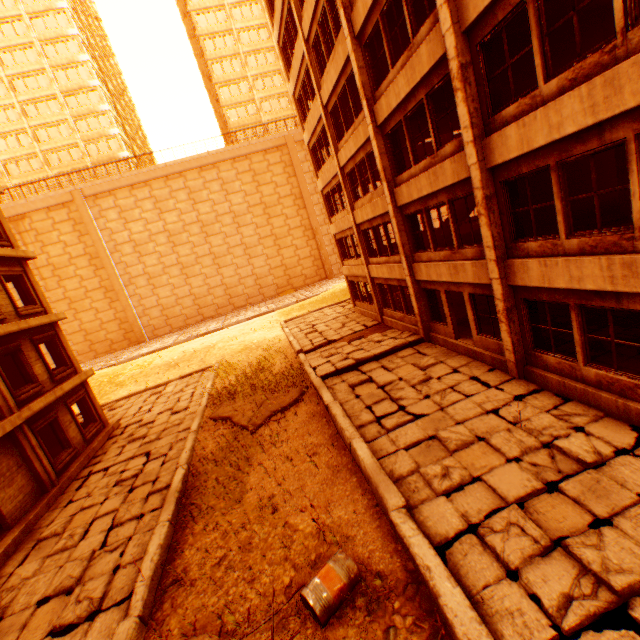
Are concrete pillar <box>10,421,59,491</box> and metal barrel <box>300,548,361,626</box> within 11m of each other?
no

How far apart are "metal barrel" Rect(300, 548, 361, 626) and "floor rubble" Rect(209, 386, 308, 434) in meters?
6.5

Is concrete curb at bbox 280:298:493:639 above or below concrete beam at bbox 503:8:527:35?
Result: below

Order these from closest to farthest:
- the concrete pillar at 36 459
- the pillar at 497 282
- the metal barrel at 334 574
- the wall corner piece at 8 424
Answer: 1. the metal barrel at 334 574
2. the pillar at 497 282
3. the wall corner piece at 8 424
4. the concrete pillar at 36 459

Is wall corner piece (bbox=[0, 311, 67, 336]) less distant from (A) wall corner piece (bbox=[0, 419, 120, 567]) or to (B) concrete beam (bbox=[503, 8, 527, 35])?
(A) wall corner piece (bbox=[0, 419, 120, 567])

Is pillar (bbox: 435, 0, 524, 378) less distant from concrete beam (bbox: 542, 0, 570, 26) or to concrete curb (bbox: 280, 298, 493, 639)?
concrete beam (bbox: 542, 0, 570, 26)

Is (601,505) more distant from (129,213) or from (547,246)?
(129,213)

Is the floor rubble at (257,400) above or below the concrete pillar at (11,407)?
Answer: below
